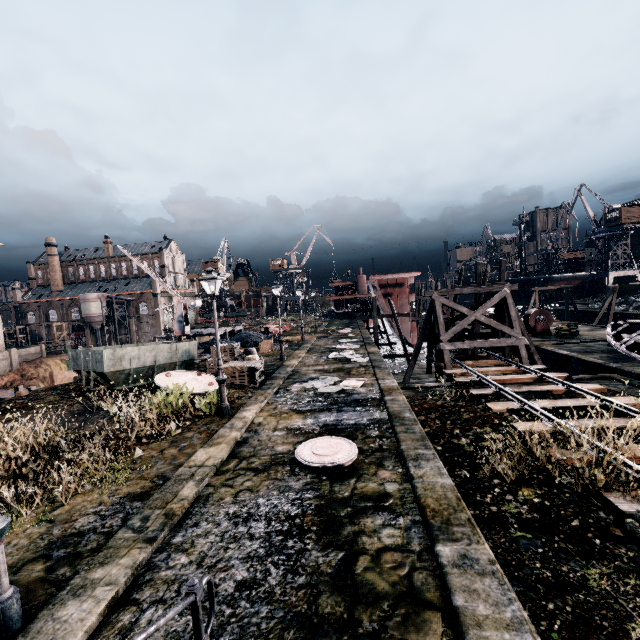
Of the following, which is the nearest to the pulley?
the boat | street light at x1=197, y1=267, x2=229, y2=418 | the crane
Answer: the boat

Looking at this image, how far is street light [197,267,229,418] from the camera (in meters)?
12.24

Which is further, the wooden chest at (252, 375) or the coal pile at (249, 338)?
the coal pile at (249, 338)

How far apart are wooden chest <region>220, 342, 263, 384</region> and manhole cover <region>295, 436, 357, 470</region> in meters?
8.2 m

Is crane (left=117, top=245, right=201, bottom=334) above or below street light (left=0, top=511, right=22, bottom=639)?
above

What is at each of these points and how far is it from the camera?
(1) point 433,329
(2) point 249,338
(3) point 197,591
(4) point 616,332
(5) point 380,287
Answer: (1) wooden support structure, 21.7m
(2) coal pile, 35.3m
(3) stairs, 3.3m
(4) boat, 20.6m
(5) ship construction, 40.4m

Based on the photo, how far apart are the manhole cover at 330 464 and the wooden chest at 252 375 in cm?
821

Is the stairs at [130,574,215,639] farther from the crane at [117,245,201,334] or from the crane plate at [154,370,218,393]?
the crane at [117,245,201,334]
